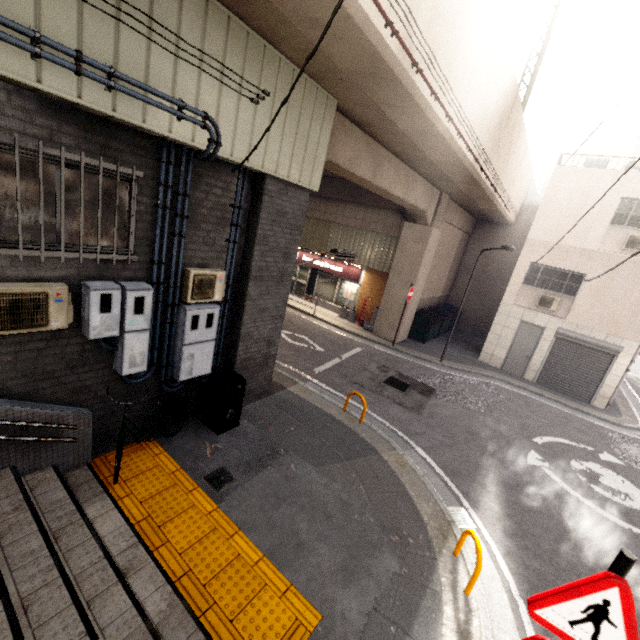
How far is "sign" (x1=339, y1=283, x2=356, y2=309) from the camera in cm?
1769

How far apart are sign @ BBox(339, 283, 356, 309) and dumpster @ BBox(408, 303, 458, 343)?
3.3 meters

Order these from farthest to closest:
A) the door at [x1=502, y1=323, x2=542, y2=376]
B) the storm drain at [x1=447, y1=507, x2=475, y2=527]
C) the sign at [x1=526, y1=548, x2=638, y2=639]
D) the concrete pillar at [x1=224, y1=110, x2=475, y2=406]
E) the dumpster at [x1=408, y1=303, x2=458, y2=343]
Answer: the dumpster at [x1=408, y1=303, x2=458, y2=343] < the door at [x1=502, y1=323, x2=542, y2=376] < the concrete pillar at [x1=224, y1=110, x2=475, y2=406] < the storm drain at [x1=447, y1=507, x2=475, y2=527] < the sign at [x1=526, y1=548, x2=638, y2=639]

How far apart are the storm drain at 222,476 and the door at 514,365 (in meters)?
13.86

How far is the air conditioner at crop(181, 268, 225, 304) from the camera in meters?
5.6 m

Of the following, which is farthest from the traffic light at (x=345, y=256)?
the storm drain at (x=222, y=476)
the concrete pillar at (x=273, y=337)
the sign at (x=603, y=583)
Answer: the sign at (x=603, y=583)

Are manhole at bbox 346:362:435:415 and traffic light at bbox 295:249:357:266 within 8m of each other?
yes

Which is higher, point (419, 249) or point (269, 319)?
point (419, 249)
